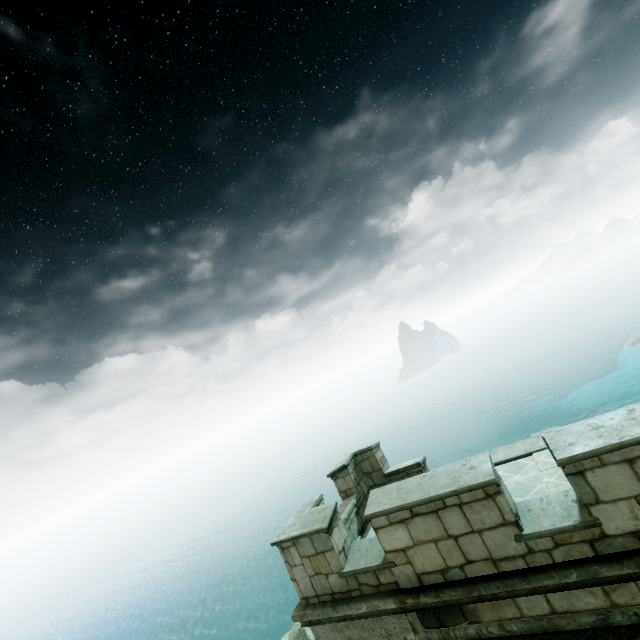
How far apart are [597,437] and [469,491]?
1.8m
